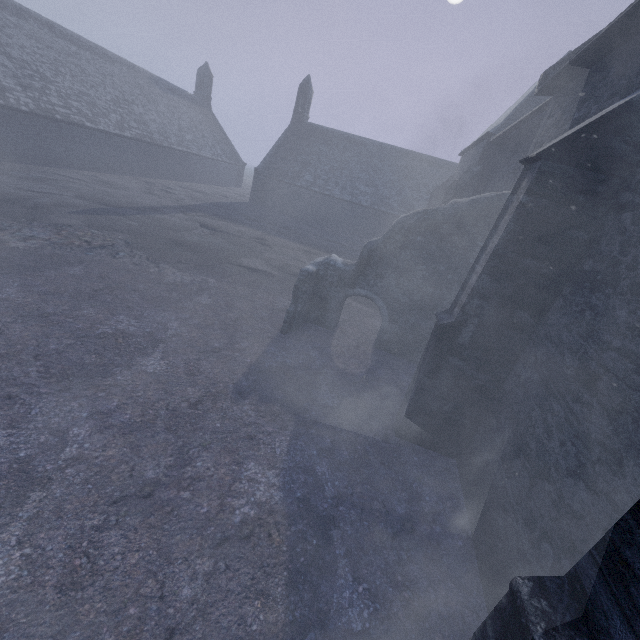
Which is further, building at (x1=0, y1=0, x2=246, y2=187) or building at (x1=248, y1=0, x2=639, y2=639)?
building at (x1=0, y1=0, x2=246, y2=187)

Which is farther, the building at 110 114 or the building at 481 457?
the building at 110 114

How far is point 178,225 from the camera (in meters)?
15.77
